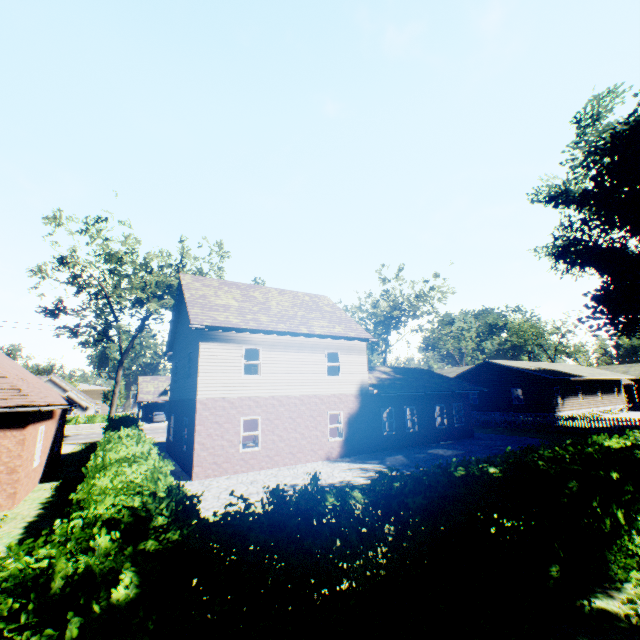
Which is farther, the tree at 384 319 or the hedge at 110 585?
the tree at 384 319

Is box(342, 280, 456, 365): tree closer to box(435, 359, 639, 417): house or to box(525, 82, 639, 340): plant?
box(435, 359, 639, 417): house

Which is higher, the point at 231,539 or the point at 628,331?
the point at 628,331

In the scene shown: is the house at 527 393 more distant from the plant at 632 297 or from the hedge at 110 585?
the hedge at 110 585

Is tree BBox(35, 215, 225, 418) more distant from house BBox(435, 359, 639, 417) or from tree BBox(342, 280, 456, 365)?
house BBox(435, 359, 639, 417)

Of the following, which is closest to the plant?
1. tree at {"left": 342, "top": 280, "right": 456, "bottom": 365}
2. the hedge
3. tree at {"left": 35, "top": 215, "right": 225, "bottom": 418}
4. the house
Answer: tree at {"left": 35, "top": 215, "right": 225, "bottom": 418}

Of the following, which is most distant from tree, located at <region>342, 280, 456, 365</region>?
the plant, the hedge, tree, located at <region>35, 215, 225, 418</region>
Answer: the hedge
